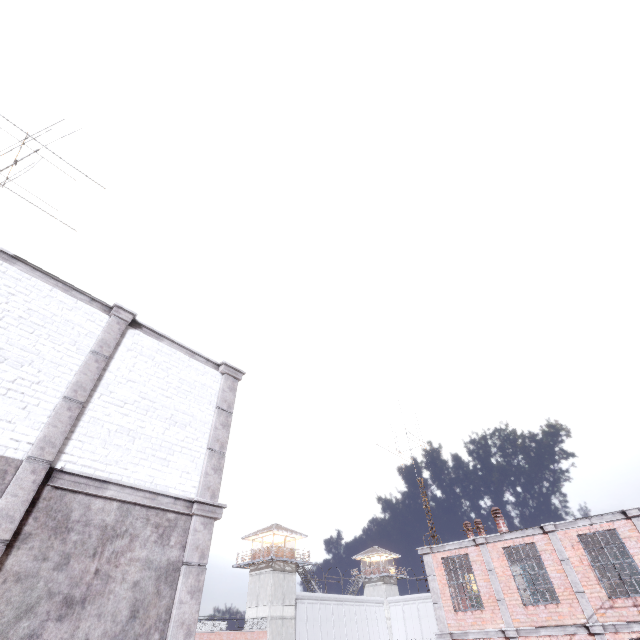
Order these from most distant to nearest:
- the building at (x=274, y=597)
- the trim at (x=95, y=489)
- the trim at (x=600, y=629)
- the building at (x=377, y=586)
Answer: the building at (x=377, y=586) < the building at (x=274, y=597) < the trim at (x=600, y=629) < the trim at (x=95, y=489)

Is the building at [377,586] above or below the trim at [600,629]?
above

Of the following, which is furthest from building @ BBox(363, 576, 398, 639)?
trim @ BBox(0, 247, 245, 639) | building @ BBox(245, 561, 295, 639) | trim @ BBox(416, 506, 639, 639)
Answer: trim @ BBox(0, 247, 245, 639)

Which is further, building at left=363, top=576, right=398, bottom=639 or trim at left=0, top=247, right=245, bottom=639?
building at left=363, top=576, right=398, bottom=639

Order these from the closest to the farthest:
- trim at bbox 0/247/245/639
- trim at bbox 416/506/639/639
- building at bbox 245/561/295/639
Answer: trim at bbox 0/247/245/639, trim at bbox 416/506/639/639, building at bbox 245/561/295/639

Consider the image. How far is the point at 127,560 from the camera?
5.02m

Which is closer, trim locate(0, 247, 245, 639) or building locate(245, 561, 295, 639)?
trim locate(0, 247, 245, 639)
